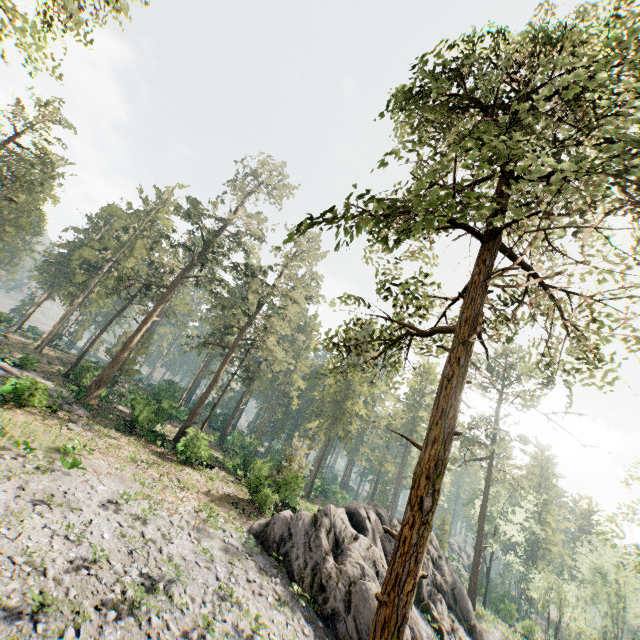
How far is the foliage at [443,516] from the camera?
50.5 meters

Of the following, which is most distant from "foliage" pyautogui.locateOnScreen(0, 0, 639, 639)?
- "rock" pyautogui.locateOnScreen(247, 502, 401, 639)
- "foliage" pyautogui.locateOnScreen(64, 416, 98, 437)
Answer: "foliage" pyautogui.locateOnScreen(64, 416, 98, 437)

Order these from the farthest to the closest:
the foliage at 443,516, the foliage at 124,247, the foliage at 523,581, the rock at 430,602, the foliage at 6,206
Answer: the foliage at 443,516, the foliage at 6,206, the rock at 430,602, the foliage at 523,581, the foliage at 124,247

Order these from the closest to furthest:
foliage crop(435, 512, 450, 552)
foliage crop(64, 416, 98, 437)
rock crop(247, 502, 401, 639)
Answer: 1. rock crop(247, 502, 401, 639)
2. foliage crop(64, 416, 98, 437)
3. foliage crop(435, 512, 450, 552)

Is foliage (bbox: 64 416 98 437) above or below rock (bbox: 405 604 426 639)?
above

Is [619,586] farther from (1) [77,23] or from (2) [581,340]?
(1) [77,23]
